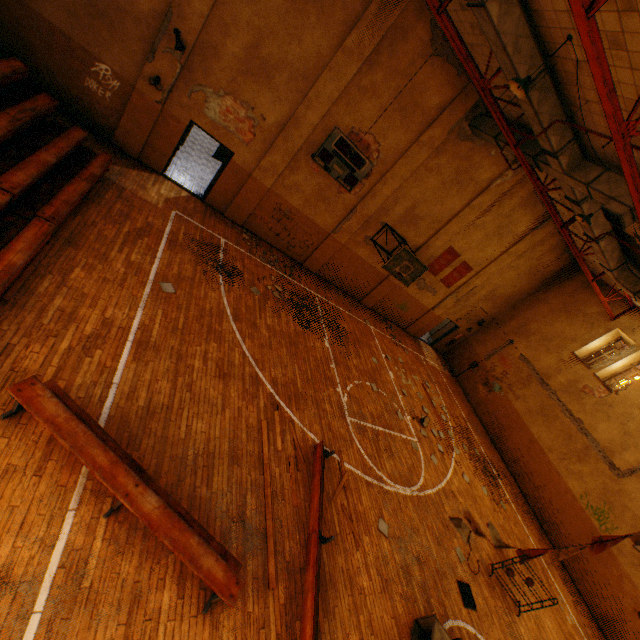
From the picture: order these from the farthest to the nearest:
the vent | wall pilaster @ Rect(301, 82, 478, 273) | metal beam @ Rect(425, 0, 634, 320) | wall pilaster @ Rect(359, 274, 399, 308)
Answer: wall pilaster @ Rect(359, 274, 399, 308), wall pilaster @ Rect(301, 82, 478, 273), the vent, metal beam @ Rect(425, 0, 634, 320)

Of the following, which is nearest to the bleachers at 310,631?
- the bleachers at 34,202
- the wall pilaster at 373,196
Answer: the bleachers at 34,202

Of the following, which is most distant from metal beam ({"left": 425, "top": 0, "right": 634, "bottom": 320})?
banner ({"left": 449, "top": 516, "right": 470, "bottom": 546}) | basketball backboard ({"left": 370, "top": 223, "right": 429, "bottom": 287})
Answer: banner ({"left": 449, "top": 516, "right": 470, "bottom": 546})

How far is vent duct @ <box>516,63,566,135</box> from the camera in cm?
662

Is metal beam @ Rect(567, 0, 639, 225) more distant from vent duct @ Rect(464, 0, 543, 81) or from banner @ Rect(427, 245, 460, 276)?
banner @ Rect(427, 245, 460, 276)

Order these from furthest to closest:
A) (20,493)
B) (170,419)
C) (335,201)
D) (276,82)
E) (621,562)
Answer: (335,201), (621,562), (276,82), (170,419), (20,493)

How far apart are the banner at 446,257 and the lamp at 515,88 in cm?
947

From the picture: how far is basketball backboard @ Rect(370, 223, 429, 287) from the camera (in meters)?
12.59
